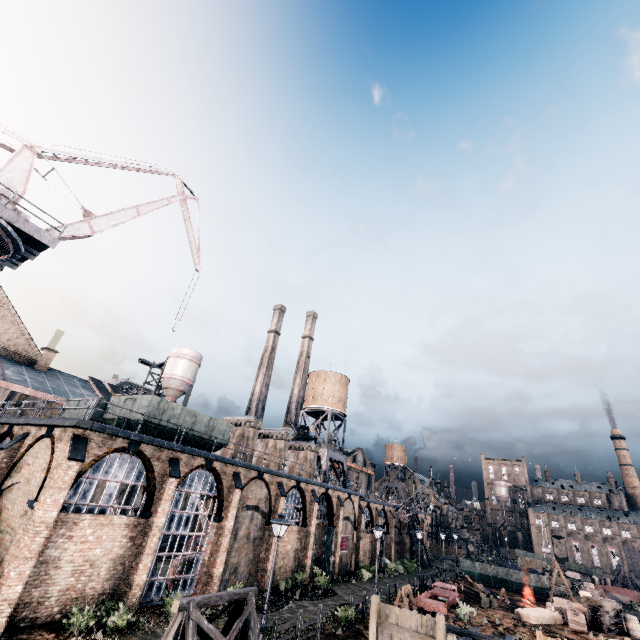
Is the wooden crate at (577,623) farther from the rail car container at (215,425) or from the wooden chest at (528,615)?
the rail car container at (215,425)

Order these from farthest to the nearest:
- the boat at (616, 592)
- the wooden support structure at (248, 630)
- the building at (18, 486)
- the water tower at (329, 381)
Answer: the boat at (616, 592) < the water tower at (329, 381) < the building at (18, 486) < the wooden support structure at (248, 630)

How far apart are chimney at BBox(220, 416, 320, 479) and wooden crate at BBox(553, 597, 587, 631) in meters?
26.8 m

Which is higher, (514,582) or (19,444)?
(19,444)

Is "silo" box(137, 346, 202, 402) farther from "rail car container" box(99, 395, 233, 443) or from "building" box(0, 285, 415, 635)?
"rail car container" box(99, 395, 233, 443)

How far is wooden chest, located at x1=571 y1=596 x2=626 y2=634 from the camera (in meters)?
25.30

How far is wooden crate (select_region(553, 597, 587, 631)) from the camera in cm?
2534

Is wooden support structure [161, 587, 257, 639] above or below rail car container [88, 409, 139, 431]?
below
